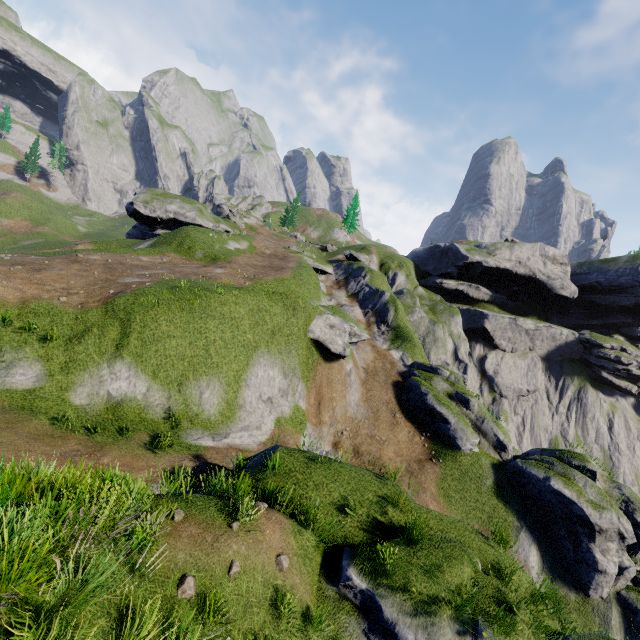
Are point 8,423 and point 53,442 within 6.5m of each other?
yes

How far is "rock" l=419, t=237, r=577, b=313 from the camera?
52.0m

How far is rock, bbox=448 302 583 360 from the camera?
50.8 meters

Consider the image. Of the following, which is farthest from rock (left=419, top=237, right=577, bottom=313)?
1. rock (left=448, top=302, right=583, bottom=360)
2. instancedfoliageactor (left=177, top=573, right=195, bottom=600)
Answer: instancedfoliageactor (left=177, top=573, right=195, bottom=600)

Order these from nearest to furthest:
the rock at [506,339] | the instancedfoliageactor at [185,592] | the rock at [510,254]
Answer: the instancedfoliageactor at [185,592], the rock at [506,339], the rock at [510,254]

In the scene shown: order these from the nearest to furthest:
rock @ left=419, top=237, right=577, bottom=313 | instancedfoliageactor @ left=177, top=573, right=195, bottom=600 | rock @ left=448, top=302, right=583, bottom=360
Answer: instancedfoliageactor @ left=177, top=573, right=195, bottom=600 < rock @ left=448, top=302, right=583, bottom=360 < rock @ left=419, top=237, right=577, bottom=313

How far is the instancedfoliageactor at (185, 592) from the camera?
5.68m

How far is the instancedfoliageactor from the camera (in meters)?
5.68
